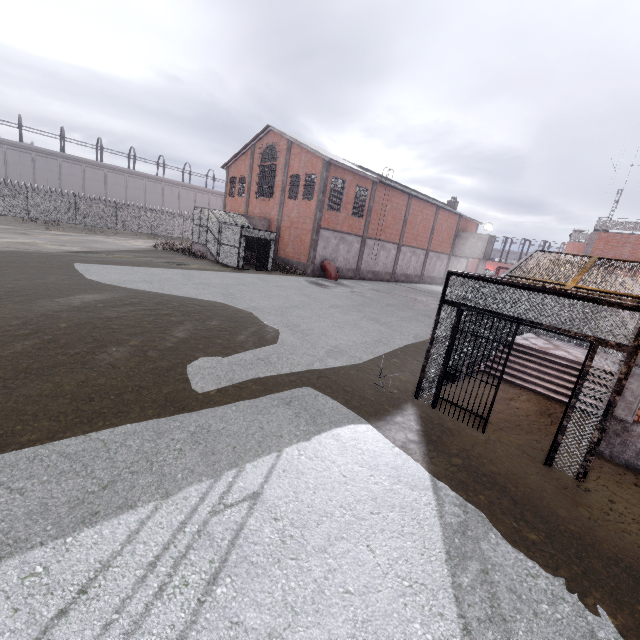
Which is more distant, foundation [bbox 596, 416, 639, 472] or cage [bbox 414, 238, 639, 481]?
foundation [bbox 596, 416, 639, 472]

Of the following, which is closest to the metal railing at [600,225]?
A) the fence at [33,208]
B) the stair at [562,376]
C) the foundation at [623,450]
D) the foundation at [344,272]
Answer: the fence at [33,208]

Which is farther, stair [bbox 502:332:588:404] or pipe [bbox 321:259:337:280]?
pipe [bbox 321:259:337:280]

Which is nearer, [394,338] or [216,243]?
[394,338]

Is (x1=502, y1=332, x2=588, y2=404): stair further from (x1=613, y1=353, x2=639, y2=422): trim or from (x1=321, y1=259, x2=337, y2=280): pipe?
(x1=321, y1=259, x2=337, y2=280): pipe

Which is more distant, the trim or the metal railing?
the metal railing

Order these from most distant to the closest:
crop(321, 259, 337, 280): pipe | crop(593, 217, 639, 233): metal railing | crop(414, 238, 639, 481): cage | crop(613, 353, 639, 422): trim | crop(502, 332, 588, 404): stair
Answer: crop(321, 259, 337, 280): pipe, crop(593, 217, 639, 233): metal railing, crop(502, 332, 588, 404): stair, crop(613, 353, 639, 422): trim, crop(414, 238, 639, 481): cage

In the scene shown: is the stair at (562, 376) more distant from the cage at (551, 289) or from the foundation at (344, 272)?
the foundation at (344, 272)
